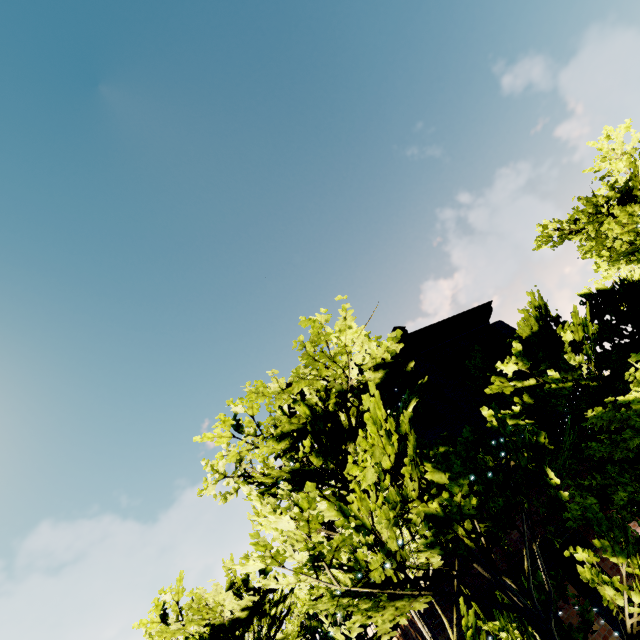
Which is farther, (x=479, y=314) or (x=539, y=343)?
A: (x=479, y=314)

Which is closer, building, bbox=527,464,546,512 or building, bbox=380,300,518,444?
building, bbox=527,464,546,512

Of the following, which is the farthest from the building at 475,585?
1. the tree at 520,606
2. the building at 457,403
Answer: the building at 457,403

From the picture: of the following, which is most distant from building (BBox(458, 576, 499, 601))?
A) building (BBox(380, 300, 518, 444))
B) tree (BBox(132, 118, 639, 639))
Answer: building (BBox(380, 300, 518, 444))

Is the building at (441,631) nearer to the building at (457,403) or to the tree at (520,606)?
the tree at (520,606)

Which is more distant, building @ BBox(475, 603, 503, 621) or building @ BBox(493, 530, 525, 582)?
building @ BBox(493, 530, 525, 582)
